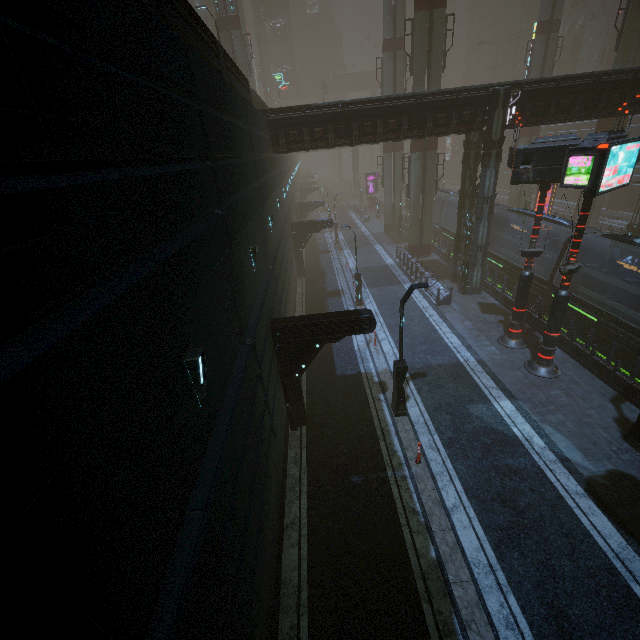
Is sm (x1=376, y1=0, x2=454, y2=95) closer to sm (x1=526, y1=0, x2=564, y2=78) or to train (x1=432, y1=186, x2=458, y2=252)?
train (x1=432, y1=186, x2=458, y2=252)

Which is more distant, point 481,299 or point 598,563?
point 481,299

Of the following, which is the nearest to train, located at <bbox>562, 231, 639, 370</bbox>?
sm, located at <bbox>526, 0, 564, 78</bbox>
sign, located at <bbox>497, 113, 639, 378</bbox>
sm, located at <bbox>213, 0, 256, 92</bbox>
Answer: sm, located at <bbox>213, 0, 256, 92</bbox>

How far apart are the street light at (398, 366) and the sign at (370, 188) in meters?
48.0

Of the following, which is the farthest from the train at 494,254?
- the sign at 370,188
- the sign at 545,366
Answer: the sign at 370,188

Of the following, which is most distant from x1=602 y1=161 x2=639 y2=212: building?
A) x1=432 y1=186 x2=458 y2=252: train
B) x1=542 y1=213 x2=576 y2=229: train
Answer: x1=542 y1=213 x2=576 y2=229: train

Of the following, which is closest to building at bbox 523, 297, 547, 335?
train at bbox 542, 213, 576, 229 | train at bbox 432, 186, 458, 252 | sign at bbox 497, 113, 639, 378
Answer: train at bbox 432, 186, 458, 252

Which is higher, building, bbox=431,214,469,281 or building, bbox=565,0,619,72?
building, bbox=565,0,619,72
